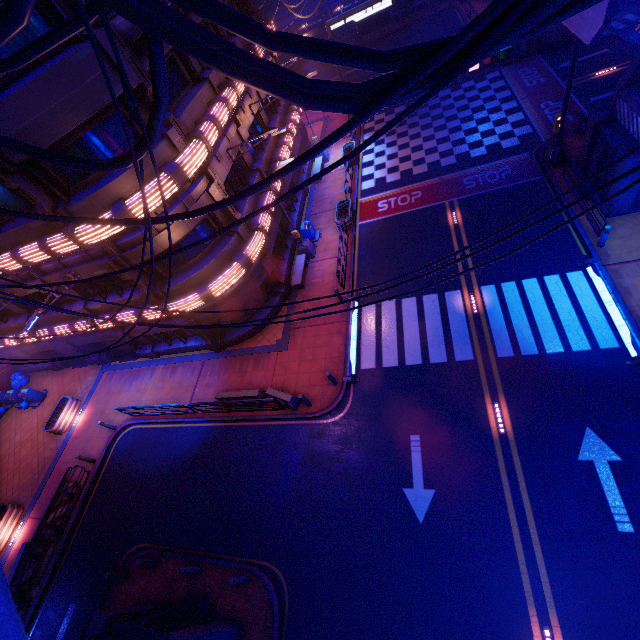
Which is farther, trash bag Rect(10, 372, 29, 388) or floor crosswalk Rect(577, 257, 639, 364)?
trash bag Rect(10, 372, 29, 388)

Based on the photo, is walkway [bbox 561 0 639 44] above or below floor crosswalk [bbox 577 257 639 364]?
above

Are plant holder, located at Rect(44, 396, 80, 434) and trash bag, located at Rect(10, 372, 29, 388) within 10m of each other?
yes

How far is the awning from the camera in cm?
1055

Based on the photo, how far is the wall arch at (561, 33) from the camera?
23.6 meters

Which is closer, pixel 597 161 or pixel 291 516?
pixel 291 516

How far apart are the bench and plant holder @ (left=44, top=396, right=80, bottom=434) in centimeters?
1600cm

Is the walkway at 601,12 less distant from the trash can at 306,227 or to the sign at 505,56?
the sign at 505,56
